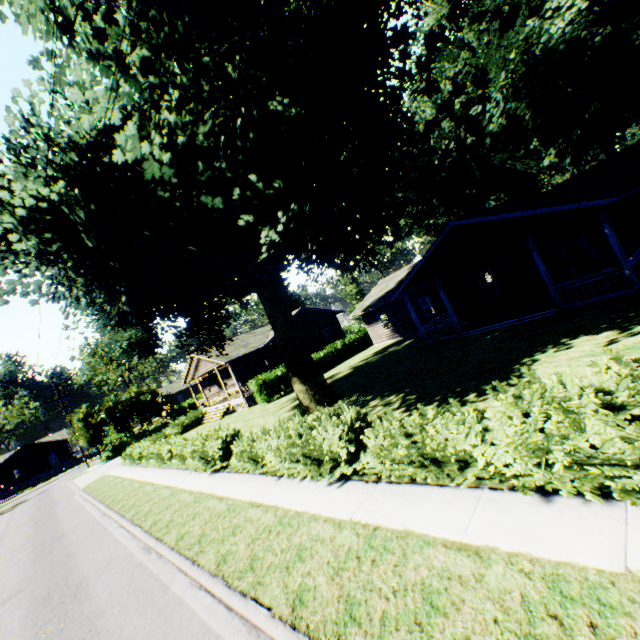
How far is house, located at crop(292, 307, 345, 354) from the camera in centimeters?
3431cm

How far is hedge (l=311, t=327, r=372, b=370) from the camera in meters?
29.9

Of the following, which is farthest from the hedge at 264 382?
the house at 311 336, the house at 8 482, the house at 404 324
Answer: the house at 8 482

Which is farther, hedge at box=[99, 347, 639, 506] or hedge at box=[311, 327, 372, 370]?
hedge at box=[311, 327, 372, 370]

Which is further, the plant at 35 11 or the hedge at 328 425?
the plant at 35 11

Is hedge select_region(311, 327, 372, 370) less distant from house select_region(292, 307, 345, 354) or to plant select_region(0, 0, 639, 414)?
plant select_region(0, 0, 639, 414)

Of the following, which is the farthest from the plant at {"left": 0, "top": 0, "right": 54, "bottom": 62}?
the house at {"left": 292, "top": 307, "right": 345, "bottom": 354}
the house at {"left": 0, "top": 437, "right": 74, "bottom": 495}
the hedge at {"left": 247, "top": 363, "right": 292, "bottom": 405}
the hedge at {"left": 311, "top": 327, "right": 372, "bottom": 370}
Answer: the house at {"left": 0, "top": 437, "right": 74, "bottom": 495}

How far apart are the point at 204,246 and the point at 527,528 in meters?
10.3 m
